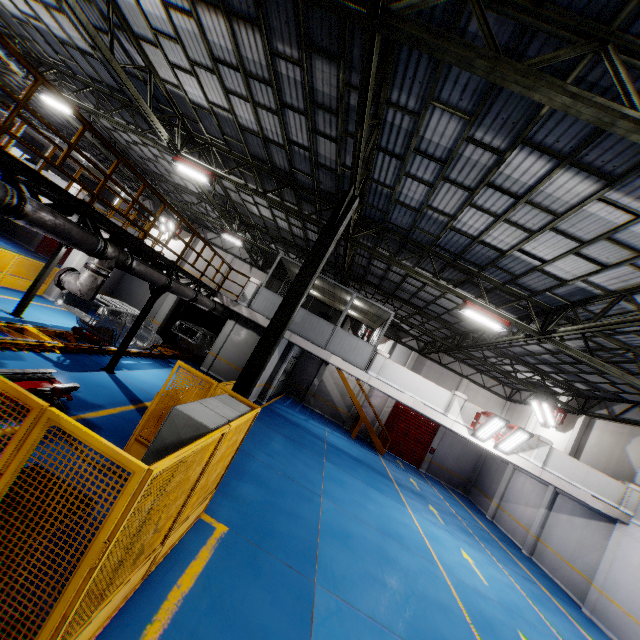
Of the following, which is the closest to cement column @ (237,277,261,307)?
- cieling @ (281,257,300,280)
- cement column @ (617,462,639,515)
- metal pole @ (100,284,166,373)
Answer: cieling @ (281,257,300,280)

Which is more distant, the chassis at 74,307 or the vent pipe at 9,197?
the chassis at 74,307

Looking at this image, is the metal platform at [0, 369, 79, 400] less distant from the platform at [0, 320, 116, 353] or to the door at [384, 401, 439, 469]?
the platform at [0, 320, 116, 353]

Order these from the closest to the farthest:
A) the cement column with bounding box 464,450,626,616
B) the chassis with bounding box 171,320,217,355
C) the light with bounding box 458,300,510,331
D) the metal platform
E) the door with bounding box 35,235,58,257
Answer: the metal platform → the light with bounding box 458,300,510,331 → the cement column with bounding box 464,450,626,616 → the chassis with bounding box 171,320,217,355 → the door with bounding box 35,235,58,257

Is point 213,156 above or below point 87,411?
above

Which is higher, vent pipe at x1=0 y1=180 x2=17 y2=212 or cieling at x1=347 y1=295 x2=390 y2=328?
cieling at x1=347 y1=295 x2=390 y2=328

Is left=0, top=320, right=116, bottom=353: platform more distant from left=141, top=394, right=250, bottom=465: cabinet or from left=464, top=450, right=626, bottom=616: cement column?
left=464, top=450, right=626, bottom=616: cement column

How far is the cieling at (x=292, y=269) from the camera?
15.42m
